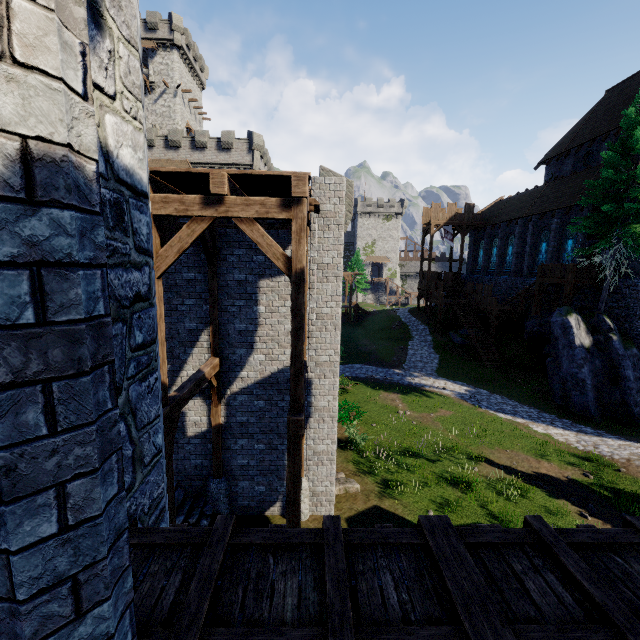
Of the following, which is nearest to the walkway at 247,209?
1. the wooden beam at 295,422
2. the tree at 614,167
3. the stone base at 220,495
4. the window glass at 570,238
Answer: the wooden beam at 295,422

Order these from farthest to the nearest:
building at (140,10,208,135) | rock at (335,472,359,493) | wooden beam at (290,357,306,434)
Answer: building at (140,10,208,135)
rock at (335,472,359,493)
wooden beam at (290,357,306,434)

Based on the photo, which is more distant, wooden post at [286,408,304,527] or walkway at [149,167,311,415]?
wooden post at [286,408,304,527]

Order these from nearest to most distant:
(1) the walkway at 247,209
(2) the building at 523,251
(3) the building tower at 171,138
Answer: (1) the walkway at 247,209 < (2) the building at 523,251 < (3) the building tower at 171,138

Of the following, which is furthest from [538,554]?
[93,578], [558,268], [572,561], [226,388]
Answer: [558,268]

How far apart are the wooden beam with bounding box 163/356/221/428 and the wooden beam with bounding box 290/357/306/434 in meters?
2.3 m

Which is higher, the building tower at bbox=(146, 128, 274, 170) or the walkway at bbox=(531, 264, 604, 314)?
the building tower at bbox=(146, 128, 274, 170)

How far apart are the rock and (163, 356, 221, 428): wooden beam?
6.3 meters
